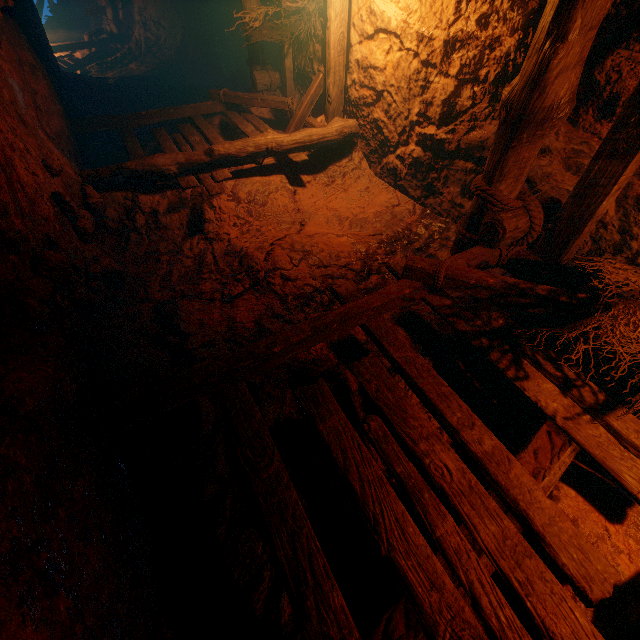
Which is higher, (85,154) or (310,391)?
(85,154)

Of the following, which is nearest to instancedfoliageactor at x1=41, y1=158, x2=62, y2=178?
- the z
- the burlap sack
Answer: the burlap sack

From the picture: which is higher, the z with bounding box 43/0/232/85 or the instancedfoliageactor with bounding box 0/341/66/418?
the z with bounding box 43/0/232/85

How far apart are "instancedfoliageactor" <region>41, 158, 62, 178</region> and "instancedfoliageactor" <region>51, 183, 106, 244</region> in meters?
0.4 m

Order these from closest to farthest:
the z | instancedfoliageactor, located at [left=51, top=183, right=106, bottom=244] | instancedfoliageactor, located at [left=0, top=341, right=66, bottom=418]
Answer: instancedfoliageactor, located at [left=0, top=341, right=66, bottom=418]
instancedfoliageactor, located at [left=51, top=183, right=106, bottom=244]
the z

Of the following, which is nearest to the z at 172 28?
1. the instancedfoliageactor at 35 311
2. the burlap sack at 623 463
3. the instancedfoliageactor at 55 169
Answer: the burlap sack at 623 463

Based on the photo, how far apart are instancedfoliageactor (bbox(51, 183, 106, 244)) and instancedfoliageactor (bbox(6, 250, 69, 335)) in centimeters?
109cm

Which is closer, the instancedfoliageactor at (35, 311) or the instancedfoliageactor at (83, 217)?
the instancedfoliageactor at (35, 311)
